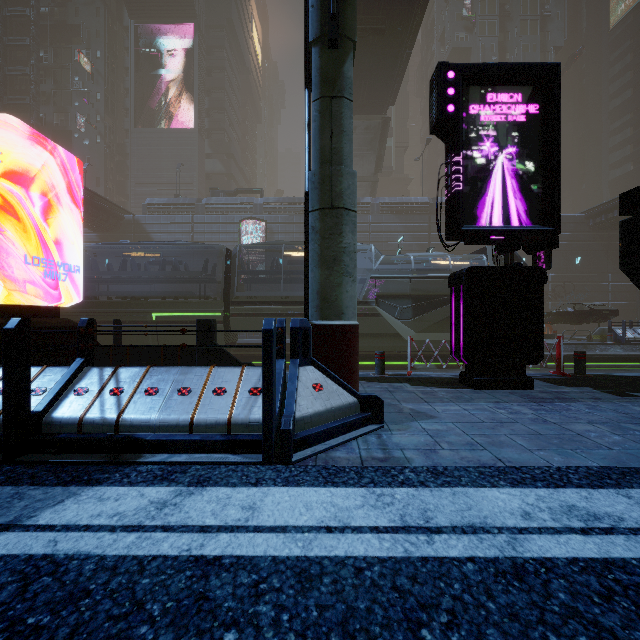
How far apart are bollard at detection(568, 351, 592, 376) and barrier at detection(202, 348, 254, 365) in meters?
7.2

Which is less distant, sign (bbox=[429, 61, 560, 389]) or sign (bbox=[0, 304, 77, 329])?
sign (bbox=[0, 304, 77, 329])

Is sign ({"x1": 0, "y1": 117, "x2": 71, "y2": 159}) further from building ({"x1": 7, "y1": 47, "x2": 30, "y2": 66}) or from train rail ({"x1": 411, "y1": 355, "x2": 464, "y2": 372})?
train rail ({"x1": 411, "y1": 355, "x2": 464, "y2": 372})

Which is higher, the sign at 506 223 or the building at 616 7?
the building at 616 7

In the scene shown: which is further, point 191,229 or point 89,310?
point 191,229

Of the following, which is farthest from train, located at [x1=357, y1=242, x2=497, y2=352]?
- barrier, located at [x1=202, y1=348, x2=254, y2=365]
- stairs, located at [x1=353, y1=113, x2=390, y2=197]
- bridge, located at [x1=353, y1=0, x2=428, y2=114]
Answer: stairs, located at [x1=353, y1=113, x2=390, y2=197]

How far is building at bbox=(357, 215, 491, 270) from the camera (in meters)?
32.28

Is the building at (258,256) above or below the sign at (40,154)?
above
